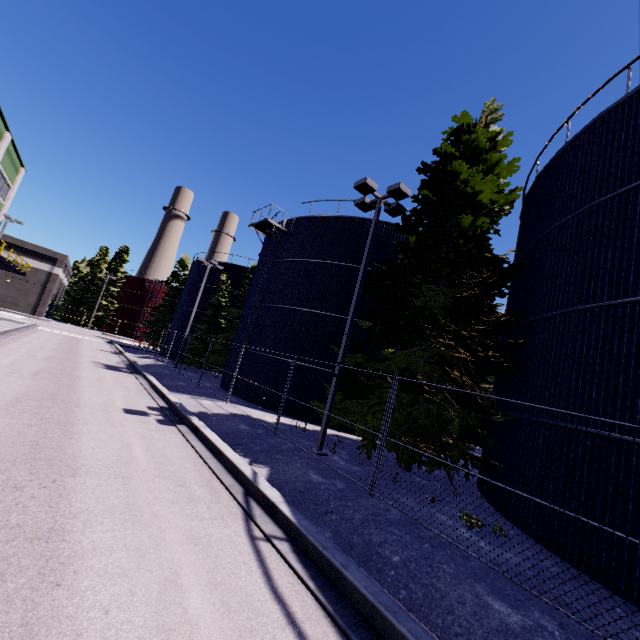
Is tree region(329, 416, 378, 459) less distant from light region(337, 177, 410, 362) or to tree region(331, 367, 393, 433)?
tree region(331, 367, 393, 433)

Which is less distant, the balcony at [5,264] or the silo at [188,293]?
the balcony at [5,264]

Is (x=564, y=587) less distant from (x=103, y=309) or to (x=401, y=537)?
(x=401, y=537)

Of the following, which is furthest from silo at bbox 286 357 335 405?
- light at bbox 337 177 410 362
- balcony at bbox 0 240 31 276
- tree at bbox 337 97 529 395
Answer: balcony at bbox 0 240 31 276

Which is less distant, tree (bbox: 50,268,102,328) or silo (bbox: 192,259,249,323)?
silo (bbox: 192,259,249,323)

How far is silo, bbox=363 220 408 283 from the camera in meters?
18.5 m

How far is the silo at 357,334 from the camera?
17.8 meters

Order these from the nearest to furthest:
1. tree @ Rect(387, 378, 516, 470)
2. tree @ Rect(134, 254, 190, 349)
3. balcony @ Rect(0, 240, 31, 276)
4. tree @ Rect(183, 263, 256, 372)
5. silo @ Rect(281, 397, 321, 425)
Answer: tree @ Rect(387, 378, 516, 470)
silo @ Rect(281, 397, 321, 425)
balcony @ Rect(0, 240, 31, 276)
tree @ Rect(183, 263, 256, 372)
tree @ Rect(134, 254, 190, 349)
